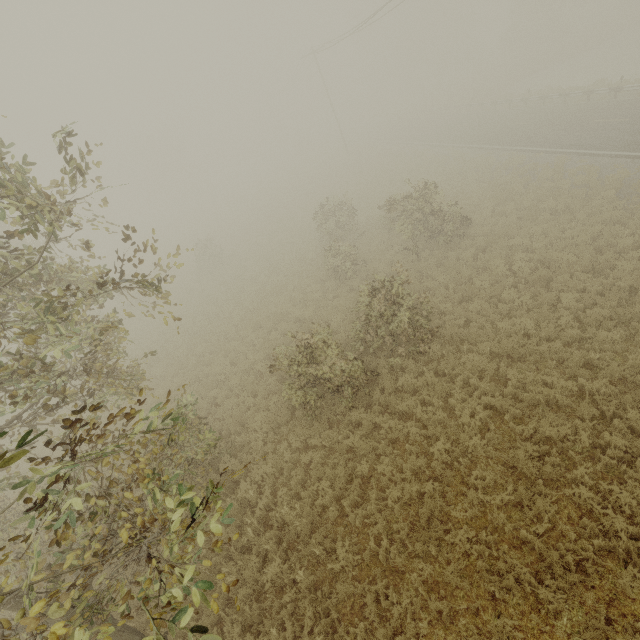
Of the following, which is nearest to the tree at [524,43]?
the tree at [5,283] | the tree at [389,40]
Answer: the tree at [389,40]

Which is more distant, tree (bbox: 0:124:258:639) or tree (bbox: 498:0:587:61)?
tree (bbox: 498:0:587:61)

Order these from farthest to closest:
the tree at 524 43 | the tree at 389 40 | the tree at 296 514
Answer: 1. the tree at 389 40
2. the tree at 524 43
3. the tree at 296 514

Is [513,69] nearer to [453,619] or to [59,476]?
[453,619]

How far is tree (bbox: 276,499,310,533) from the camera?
8.2m

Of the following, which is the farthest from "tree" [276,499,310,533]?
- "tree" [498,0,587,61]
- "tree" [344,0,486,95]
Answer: "tree" [344,0,486,95]

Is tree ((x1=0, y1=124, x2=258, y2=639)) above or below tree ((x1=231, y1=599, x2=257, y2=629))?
above
